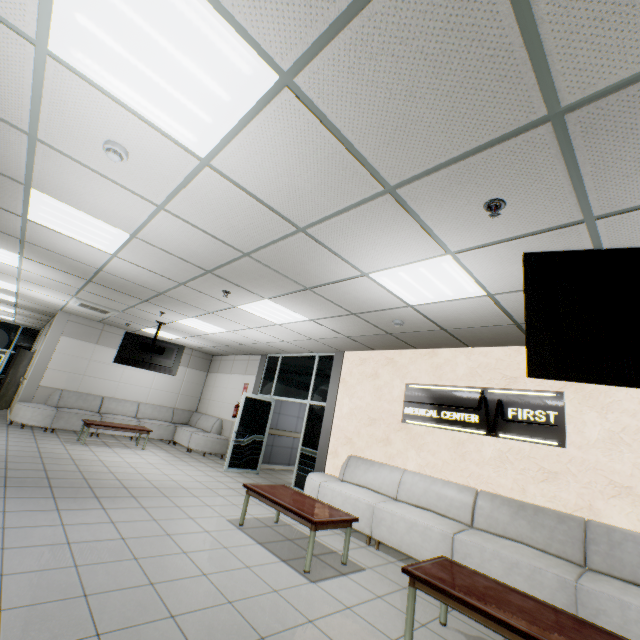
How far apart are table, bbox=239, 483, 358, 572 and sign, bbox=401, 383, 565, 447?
2.12m

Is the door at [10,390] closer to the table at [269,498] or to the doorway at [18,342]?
the doorway at [18,342]

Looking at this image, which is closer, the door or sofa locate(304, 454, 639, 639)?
sofa locate(304, 454, 639, 639)

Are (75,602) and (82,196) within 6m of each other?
yes

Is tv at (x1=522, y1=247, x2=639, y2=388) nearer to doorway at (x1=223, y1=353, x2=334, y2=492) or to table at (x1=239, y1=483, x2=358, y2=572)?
table at (x1=239, y1=483, x2=358, y2=572)

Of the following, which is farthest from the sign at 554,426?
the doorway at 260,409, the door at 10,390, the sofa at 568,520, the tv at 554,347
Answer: the door at 10,390

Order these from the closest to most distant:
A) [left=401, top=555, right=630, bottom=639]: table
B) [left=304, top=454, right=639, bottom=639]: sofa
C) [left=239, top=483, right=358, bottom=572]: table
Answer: [left=401, top=555, right=630, bottom=639]: table → [left=304, top=454, right=639, bottom=639]: sofa → [left=239, top=483, right=358, bottom=572]: table

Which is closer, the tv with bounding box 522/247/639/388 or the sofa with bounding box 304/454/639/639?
the tv with bounding box 522/247/639/388
